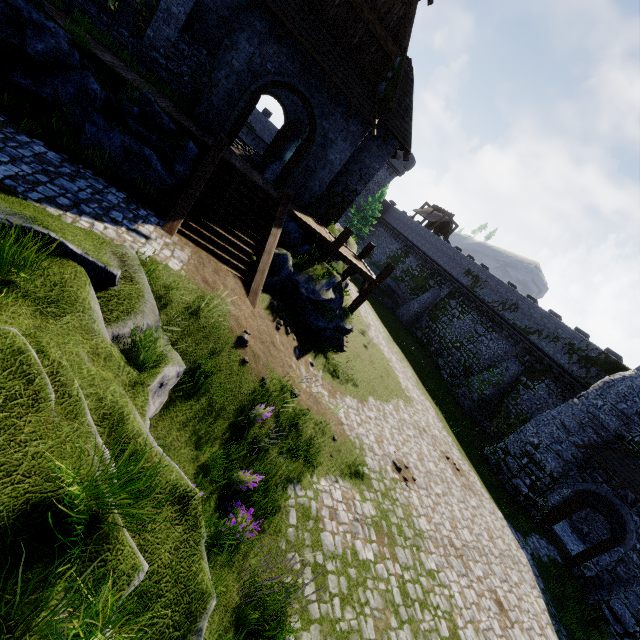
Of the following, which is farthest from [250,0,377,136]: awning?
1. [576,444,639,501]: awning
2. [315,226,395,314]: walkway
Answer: [576,444,639,501]: awning

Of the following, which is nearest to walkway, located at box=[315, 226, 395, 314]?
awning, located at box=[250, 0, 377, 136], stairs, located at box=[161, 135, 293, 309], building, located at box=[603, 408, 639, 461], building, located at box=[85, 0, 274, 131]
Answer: building, located at box=[85, 0, 274, 131]

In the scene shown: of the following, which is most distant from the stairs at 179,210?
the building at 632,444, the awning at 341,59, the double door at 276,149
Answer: the building at 632,444

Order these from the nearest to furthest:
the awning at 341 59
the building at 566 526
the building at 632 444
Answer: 1. the awning at 341 59
2. the building at 632 444
3. the building at 566 526

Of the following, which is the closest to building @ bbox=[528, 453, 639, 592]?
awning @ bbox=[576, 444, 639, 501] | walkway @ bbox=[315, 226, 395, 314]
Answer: awning @ bbox=[576, 444, 639, 501]

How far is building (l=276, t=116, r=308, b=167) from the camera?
21.41m

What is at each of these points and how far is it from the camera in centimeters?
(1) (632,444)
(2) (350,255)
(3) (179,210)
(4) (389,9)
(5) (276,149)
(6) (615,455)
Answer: (1) building, 1739cm
(2) walkway, 1673cm
(3) stairs, 950cm
(4) building, 1240cm
(5) double door, 2358cm
(6) awning, 1728cm

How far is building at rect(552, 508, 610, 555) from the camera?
21.0m
